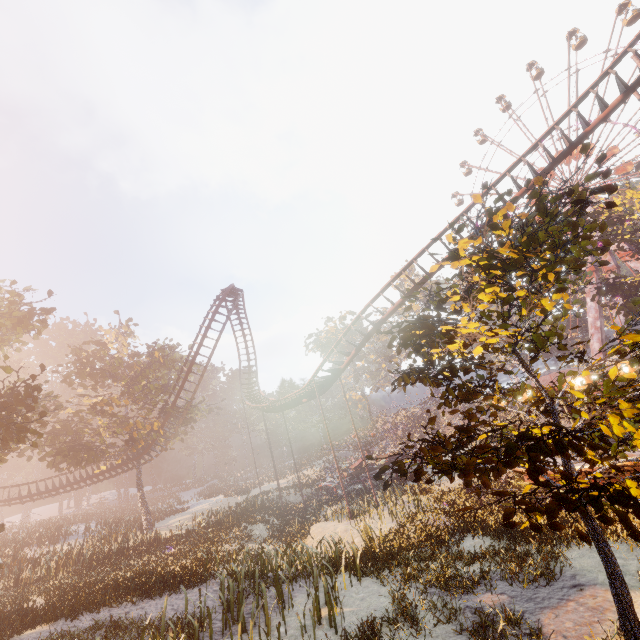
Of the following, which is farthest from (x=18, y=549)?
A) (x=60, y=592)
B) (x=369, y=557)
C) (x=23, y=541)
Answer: (x=369, y=557)

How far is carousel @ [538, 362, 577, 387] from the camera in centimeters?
1694cm

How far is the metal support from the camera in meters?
42.4 m

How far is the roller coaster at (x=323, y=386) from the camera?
19.9m

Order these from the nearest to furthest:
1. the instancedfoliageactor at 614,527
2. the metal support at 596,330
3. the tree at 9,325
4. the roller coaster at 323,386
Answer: the instancedfoliageactor at 614,527 < the tree at 9,325 < the roller coaster at 323,386 < the metal support at 596,330

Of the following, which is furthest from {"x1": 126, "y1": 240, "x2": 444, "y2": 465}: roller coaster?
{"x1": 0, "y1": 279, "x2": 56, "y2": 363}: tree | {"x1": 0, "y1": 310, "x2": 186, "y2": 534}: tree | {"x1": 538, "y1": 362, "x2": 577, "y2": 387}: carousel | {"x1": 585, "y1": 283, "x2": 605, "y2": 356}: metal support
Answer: {"x1": 585, "y1": 283, "x2": 605, "y2": 356}: metal support

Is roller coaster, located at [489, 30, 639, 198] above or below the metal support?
above

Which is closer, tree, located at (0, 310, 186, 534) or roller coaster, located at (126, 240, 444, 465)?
tree, located at (0, 310, 186, 534)
